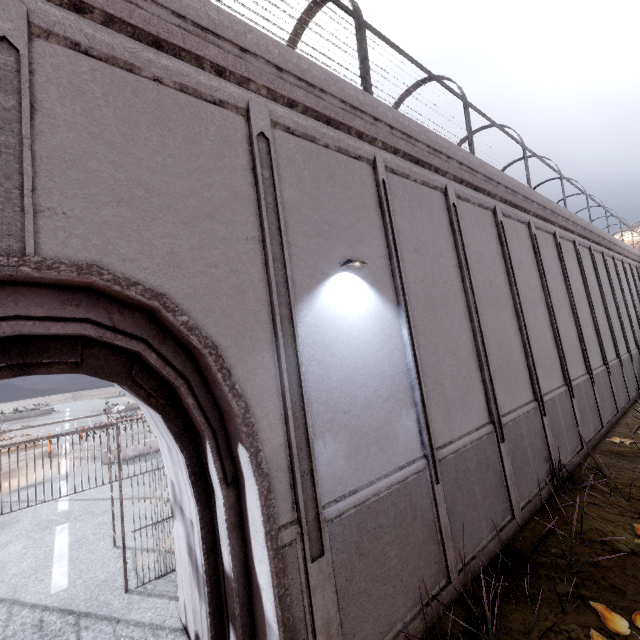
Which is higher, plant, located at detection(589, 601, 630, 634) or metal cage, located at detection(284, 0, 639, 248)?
metal cage, located at detection(284, 0, 639, 248)

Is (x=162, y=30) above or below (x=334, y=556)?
above

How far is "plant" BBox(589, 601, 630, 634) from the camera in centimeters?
402cm

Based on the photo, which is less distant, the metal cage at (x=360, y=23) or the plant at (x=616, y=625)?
the plant at (x=616, y=625)

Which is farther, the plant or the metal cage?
the metal cage

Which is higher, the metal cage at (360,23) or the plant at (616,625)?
the metal cage at (360,23)
